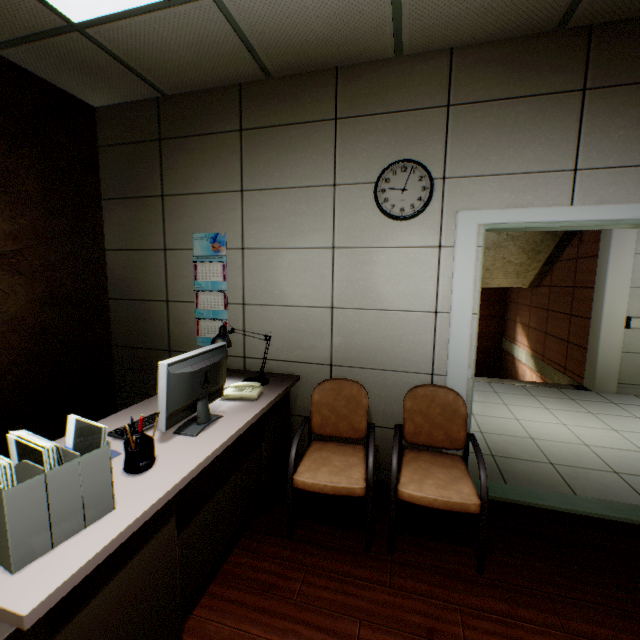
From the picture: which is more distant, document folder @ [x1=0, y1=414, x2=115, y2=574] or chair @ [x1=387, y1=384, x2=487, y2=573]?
chair @ [x1=387, y1=384, x2=487, y2=573]

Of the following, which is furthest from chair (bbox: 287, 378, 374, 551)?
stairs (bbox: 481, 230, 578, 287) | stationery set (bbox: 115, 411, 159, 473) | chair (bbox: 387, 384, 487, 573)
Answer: stairs (bbox: 481, 230, 578, 287)

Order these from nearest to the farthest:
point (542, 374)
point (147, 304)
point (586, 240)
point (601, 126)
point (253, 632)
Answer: point (253, 632), point (601, 126), point (147, 304), point (586, 240), point (542, 374)

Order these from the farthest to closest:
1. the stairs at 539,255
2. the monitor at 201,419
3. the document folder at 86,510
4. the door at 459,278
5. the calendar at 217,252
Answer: the stairs at 539,255 < the calendar at 217,252 < the door at 459,278 < the monitor at 201,419 < the document folder at 86,510

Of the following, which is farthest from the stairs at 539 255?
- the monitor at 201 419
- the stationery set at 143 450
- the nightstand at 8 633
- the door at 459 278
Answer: the nightstand at 8 633

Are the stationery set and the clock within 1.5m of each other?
no

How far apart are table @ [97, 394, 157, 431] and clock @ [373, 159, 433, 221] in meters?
1.5

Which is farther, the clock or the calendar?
the calendar
